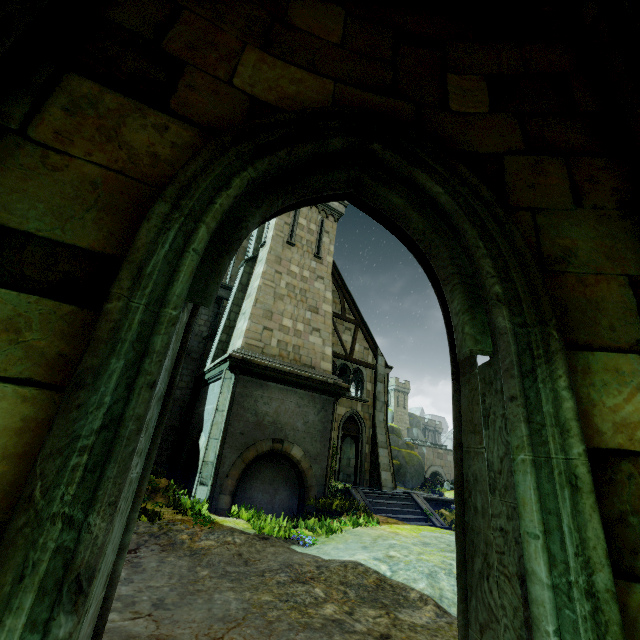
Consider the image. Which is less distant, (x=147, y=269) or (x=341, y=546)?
(x=147, y=269)

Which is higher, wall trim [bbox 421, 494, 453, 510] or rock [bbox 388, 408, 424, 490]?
rock [bbox 388, 408, 424, 490]

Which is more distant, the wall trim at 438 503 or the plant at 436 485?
the plant at 436 485

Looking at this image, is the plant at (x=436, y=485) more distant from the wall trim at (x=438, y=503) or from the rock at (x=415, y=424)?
the rock at (x=415, y=424)

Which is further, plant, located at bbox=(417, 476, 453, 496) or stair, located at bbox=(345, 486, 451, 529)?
plant, located at bbox=(417, 476, 453, 496)

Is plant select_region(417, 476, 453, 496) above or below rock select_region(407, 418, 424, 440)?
below

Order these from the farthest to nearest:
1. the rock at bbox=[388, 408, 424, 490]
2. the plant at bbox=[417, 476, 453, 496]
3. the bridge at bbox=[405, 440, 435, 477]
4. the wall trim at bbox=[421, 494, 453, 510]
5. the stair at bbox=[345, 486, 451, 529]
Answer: the bridge at bbox=[405, 440, 435, 477]
the rock at bbox=[388, 408, 424, 490]
the plant at bbox=[417, 476, 453, 496]
the wall trim at bbox=[421, 494, 453, 510]
the stair at bbox=[345, 486, 451, 529]

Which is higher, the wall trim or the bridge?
the bridge
